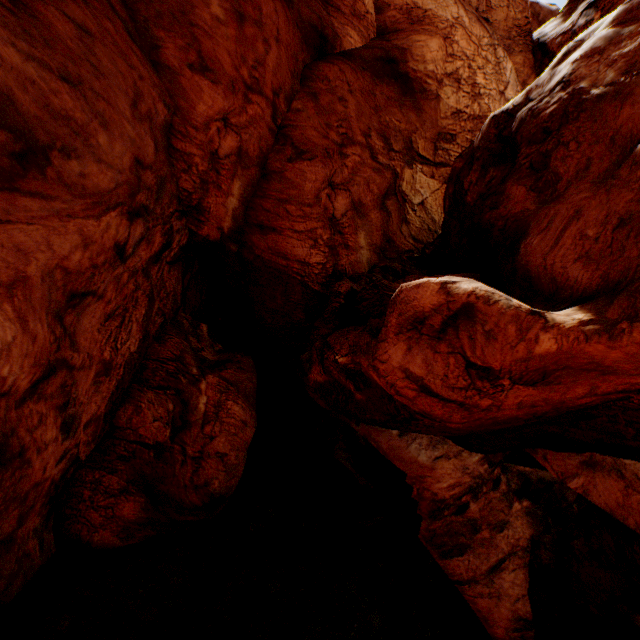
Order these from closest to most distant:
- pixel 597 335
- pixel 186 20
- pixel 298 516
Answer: pixel 597 335, pixel 186 20, pixel 298 516
